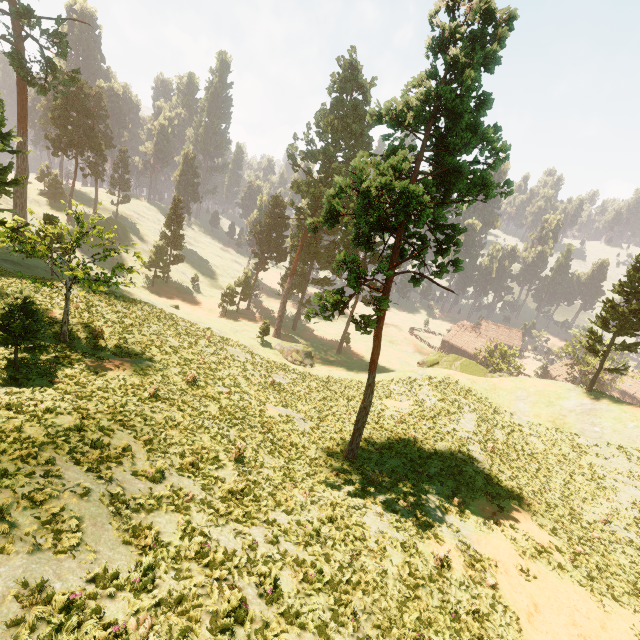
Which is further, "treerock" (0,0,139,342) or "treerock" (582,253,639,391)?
"treerock" (582,253,639,391)

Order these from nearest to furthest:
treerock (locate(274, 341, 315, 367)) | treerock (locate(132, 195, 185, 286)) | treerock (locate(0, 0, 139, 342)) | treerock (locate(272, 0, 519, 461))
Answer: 1. treerock (locate(272, 0, 519, 461))
2. treerock (locate(0, 0, 139, 342))
3. treerock (locate(274, 341, 315, 367))
4. treerock (locate(132, 195, 185, 286))

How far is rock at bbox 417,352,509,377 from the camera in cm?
4109

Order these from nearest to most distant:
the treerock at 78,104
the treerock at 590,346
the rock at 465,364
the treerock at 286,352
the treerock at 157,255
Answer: the treerock at 78,104 < the treerock at 590,346 < the rock at 465,364 < the treerock at 286,352 < the treerock at 157,255

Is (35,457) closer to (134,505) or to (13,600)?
(134,505)

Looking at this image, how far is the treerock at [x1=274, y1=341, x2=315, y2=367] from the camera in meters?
43.0 m

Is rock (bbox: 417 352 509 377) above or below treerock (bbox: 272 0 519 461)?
below

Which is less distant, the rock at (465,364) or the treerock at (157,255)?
the rock at (465,364)
